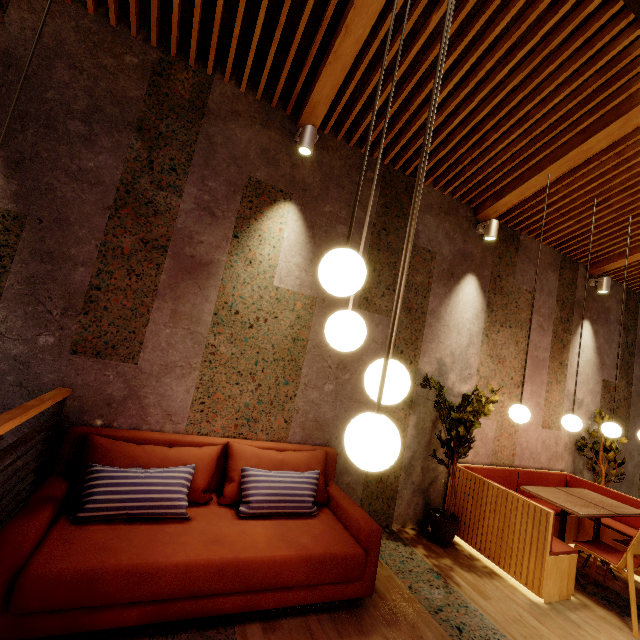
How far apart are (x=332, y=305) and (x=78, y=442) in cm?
250

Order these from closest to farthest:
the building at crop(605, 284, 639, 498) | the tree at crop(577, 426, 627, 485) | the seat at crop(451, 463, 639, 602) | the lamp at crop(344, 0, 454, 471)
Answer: the lamp at crop(344, 0, 454, 471) < the seat at crop(451, 463, 639, 602) < the tree at crop(577, 426, 627, 485) < the building at crop(605, 284, 639, 498)

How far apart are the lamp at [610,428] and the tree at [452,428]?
1.70m

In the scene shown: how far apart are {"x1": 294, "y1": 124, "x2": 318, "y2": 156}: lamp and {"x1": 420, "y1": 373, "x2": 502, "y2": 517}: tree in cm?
311

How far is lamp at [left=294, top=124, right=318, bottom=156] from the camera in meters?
3.2

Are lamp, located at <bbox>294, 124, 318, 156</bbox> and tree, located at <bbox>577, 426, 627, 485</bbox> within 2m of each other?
no

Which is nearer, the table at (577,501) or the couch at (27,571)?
Answer: the couch at (27,571)

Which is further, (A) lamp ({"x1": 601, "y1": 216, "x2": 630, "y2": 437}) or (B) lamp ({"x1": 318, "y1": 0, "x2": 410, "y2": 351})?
(A) lamp ({"x1": 601, "y1": 216, "x2": 630, "y2": 437})
